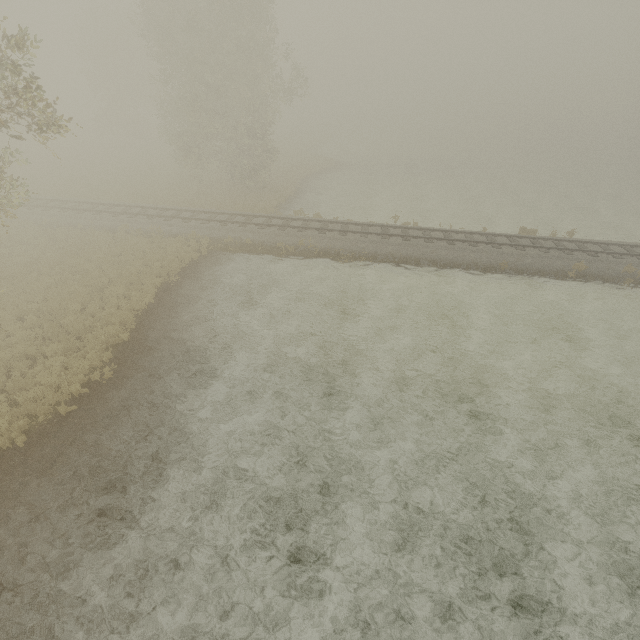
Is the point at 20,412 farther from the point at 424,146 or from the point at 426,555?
the point at 424,146
